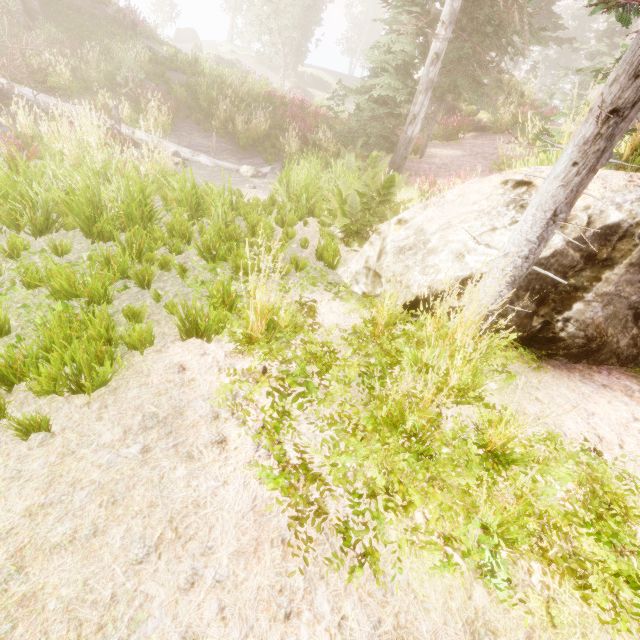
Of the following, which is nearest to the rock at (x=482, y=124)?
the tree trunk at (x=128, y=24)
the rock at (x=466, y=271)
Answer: the rock at (x=466, y=271)

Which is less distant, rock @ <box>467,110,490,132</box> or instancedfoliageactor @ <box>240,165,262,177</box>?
instancedfoliageactor @ <box>240,165,262,177</box>

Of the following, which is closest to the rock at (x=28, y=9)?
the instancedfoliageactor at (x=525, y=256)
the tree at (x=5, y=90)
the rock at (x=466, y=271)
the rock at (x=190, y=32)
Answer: the instancedfoliageactor at (x=525, y=256)

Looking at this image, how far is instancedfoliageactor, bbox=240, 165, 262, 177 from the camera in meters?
10.1 m

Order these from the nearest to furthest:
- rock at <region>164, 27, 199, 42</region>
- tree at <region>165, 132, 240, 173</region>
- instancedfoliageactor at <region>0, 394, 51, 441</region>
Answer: instancedfoliageactor at <region>0, 394, 51, 441</region> → tree at <region>165, 132, 240, 173</region> → rock at <region>164, 27, 199, 42</region>

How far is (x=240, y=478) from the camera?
1.98m

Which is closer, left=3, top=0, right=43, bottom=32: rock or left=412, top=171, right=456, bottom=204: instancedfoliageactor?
left=412, top=171, right=456, bottom=204: instancedfoliageactor
